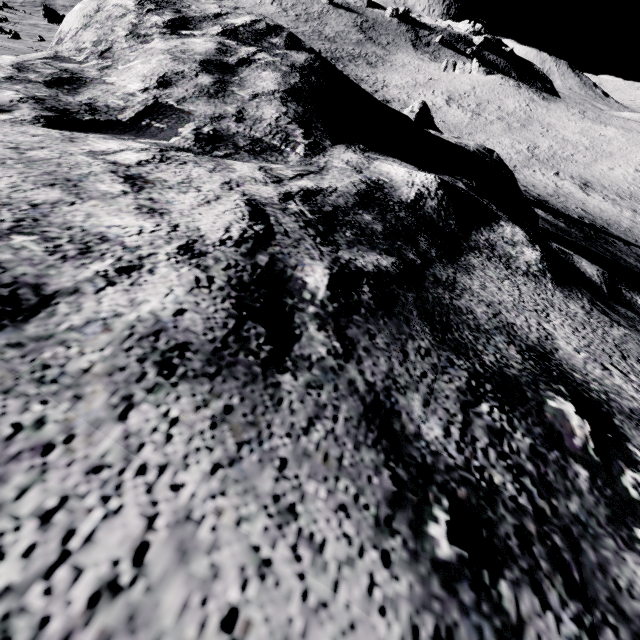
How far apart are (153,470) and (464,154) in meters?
7.1
